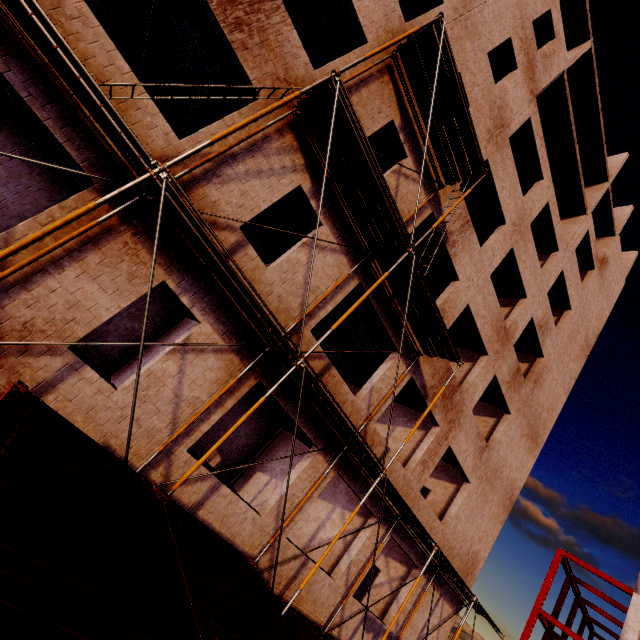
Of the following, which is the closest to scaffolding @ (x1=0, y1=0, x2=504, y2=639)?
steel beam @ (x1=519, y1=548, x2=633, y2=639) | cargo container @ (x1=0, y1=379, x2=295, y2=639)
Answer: cargo container @ (x1=0, y1=379, x2=295, y2=639)

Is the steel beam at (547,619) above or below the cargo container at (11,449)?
above

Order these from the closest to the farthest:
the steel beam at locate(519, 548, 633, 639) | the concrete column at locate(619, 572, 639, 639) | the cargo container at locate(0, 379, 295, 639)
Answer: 1. the cargo container at locate(0, 379, 295, 639)
2. the concrete column at locate(619, 572, 639, 639)
3. the steel beam at locate(519, 548, 633, 639)

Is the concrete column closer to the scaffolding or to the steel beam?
the steel beam

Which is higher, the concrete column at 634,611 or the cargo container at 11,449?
the concrete column at 634,611

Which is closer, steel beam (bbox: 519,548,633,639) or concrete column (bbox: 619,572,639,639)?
concrete column (bbox: 619,572,639,639)

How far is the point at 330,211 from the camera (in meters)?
8.55
